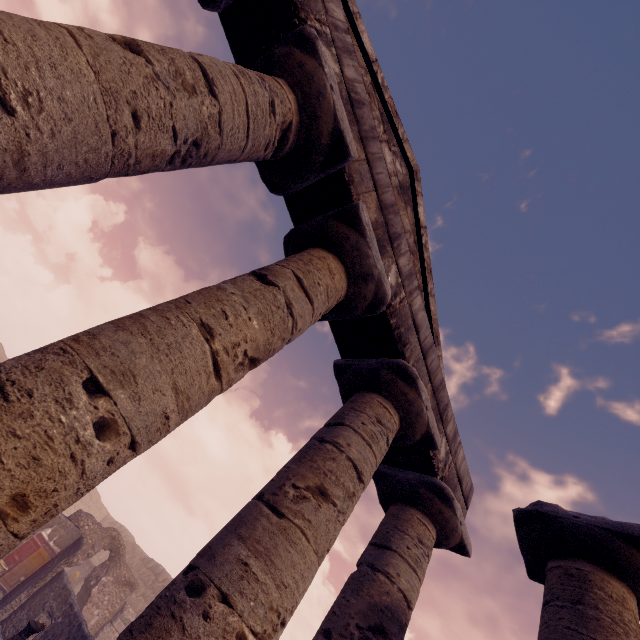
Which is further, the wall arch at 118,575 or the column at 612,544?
the wall arch at 118,575

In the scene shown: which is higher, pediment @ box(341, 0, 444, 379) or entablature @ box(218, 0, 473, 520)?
pediment @ box(341, 0, 444, 379)

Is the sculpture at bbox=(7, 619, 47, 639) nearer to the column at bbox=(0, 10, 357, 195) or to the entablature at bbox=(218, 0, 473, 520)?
the entablature at bbox=(218, 0, 473, 520)

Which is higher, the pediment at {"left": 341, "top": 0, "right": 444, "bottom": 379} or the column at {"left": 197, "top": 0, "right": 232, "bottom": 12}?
the pediment at {"left": 341, "top": 0, "right": 444, "bottom": 379}

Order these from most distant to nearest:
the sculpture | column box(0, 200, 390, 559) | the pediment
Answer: the sculpture, the pediment, column box(0, 200, 390, 559)

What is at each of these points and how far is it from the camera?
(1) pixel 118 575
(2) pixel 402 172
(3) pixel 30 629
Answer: (1) wall arch, 15.1m
(2) pediment, 5.9m
(3) sculpture, 6.4m

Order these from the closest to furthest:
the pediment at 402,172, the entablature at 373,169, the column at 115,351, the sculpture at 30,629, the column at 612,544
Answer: the column at 115,351 < the column at 612,544 < the entablature at 373,169 < the pediment at 402,172 < the sculpture at 30,629

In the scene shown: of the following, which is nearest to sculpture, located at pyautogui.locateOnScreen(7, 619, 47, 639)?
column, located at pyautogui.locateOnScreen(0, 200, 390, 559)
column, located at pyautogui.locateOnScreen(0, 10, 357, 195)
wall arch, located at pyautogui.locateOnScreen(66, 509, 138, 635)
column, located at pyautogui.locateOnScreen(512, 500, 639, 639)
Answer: column, located at pyautogui.locateOnScreen(0, 200, 390, 559)
